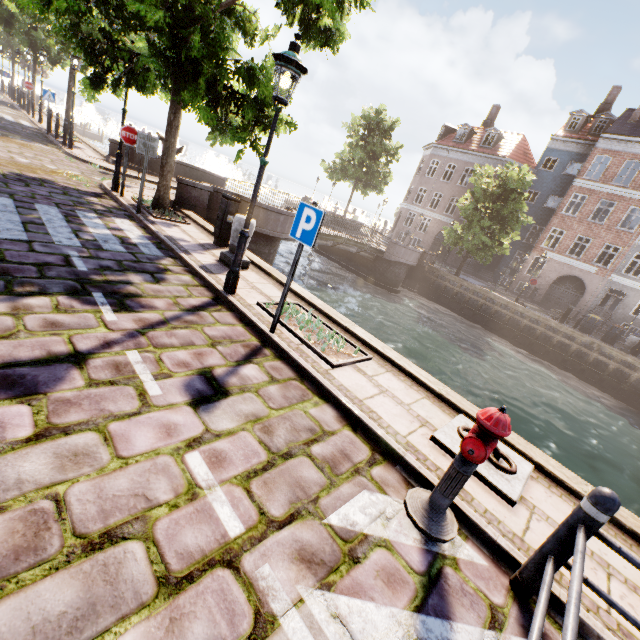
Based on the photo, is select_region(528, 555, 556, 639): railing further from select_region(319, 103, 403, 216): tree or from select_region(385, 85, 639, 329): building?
select_region(385, 85, 639, 329): building

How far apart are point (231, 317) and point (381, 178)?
29.5m

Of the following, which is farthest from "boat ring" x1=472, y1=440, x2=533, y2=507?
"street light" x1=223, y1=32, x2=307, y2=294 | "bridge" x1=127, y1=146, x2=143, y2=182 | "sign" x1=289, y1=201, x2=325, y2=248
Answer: "bridge" x1=127, y1=146, x2=143, y2=182

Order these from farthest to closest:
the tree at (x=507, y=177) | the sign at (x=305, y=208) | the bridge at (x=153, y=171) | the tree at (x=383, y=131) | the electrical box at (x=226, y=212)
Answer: the tree at (x=383, y=131), the tree at (x=507, y=177), the bridge at (x=153, y=171), the electrical box at (x=226, y=212), the sign at (x=305, y=208)

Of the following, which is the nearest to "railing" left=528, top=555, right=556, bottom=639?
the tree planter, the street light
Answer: the tree planter

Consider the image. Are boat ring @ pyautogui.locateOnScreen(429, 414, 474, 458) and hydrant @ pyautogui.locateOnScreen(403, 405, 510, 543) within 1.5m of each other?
yes

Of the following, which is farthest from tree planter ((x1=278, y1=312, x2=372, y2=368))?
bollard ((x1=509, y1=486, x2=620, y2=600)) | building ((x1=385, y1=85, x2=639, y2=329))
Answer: building ((x1=385, y1=85, x2=639, y2=329))

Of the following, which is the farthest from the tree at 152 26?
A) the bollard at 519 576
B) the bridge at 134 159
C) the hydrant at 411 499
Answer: the hydrant at 411 499
